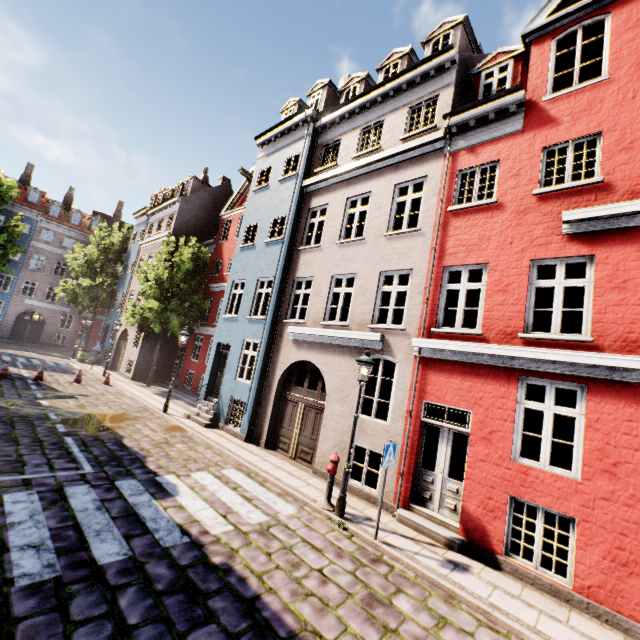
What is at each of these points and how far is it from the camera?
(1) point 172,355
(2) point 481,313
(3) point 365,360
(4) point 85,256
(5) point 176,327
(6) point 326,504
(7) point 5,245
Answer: (1) building, 23.61m
(2) building, 7.81m
(3) street light, 7.59m
(4) tree, 29.58m
(5) tree, 19.69m
(6) hydrant, 7.55m
(7) tree, 25.17m

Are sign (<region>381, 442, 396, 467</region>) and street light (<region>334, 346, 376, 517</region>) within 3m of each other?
yes

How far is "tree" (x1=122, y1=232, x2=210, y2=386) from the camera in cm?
1934

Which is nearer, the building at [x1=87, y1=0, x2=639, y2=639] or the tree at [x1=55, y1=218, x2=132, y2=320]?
the building at [x1=87, y1=0, x2=639, y2=639]

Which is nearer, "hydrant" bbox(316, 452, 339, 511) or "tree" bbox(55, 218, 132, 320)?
"hydrant" bbox(316, 452, 339, 511)

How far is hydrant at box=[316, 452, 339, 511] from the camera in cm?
751

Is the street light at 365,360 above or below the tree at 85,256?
Result: below

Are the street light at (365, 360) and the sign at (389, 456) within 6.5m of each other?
yes
